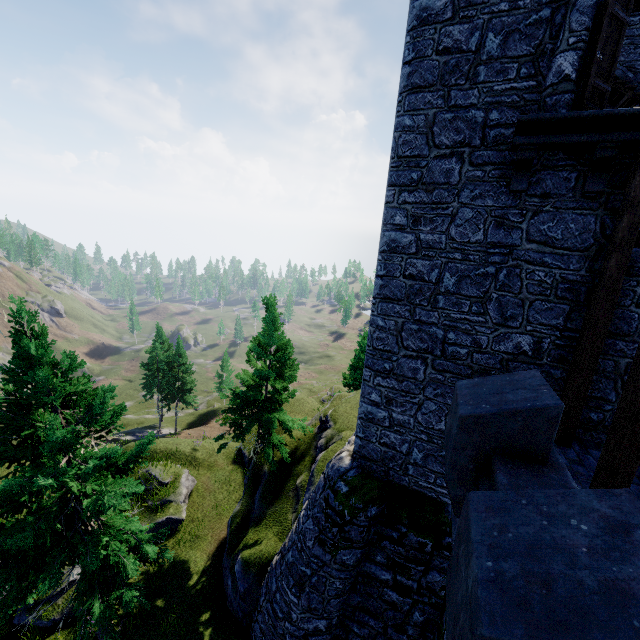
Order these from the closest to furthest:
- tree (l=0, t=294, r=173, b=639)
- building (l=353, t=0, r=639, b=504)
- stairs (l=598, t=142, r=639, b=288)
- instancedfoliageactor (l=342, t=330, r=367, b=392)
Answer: stairs (l=598, t=142, r=639, b=288), building (l=353, t=0, r=639, b=504), tree (l=0, t=294, r=173, b=639), instancedfoliageactor (l=342, t=330, r=367, b=392)

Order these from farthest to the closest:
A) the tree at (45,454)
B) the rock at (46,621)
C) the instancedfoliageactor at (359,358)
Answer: the instancedfoliageactor at (359,358), the rock at (46,621), the tree at (45,454)

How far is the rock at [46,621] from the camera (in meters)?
11.80

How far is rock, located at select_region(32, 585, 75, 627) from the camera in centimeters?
1180cm

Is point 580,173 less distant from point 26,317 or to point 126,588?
point 26,317

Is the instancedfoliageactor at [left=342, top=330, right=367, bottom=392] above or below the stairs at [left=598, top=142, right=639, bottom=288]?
below

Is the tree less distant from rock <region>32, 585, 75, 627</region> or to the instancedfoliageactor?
rock <region>32, 585, 75, 627</region>

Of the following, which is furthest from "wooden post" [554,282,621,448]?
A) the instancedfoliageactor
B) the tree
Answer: the instancedfoliageactor
